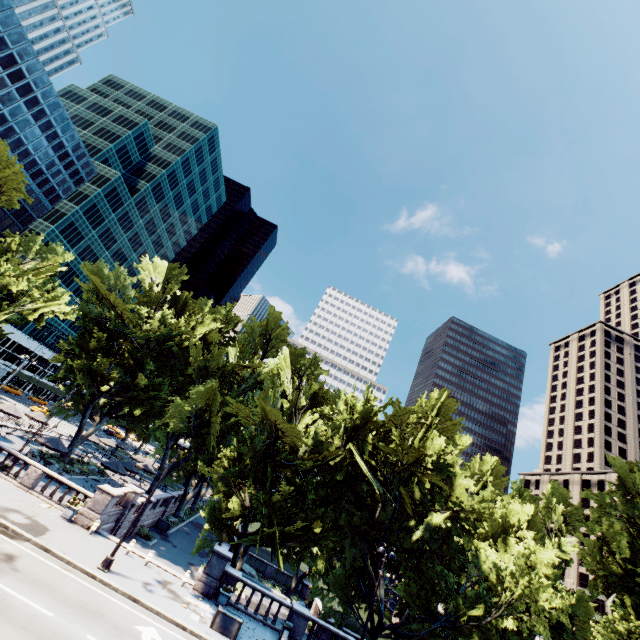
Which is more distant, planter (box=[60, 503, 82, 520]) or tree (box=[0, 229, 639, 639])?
tree (box=[0, 229, 639, 639])

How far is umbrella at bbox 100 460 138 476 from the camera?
31.1 meters

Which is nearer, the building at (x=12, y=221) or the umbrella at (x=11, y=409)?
the umbrella at (x=11, y=409)

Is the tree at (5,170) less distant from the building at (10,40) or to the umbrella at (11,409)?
the umbrella at (11,409)

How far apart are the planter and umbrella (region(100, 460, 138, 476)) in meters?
10.0

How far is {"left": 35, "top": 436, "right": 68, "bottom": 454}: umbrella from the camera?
26.7 meters

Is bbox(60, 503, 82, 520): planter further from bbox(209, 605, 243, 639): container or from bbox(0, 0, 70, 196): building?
bbox(0, 0, 70, 196): building

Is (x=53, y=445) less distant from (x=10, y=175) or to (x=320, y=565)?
(x=10, y=175)
